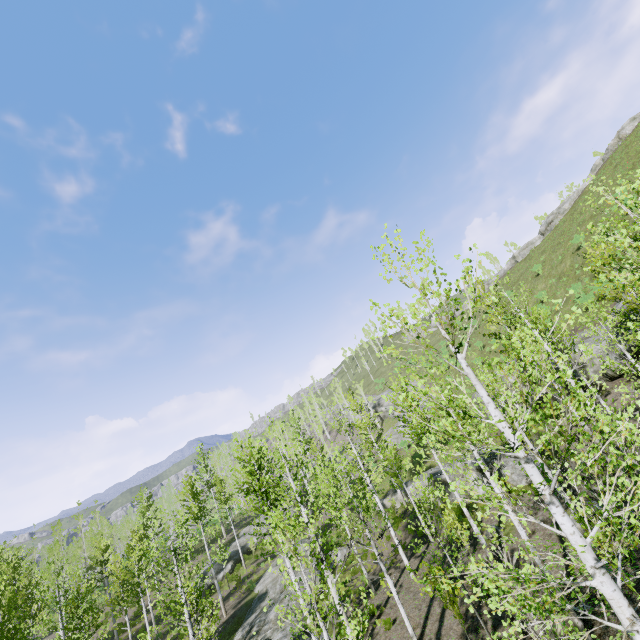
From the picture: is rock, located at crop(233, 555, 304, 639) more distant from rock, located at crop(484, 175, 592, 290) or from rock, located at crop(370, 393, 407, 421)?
rock, located at crop(484, 175, 592, 290)

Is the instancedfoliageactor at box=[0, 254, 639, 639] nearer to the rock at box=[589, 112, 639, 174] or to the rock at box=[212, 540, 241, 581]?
the rock at box=[212, 540, 241, 581]

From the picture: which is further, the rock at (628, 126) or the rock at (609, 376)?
the rock at (628, 126)

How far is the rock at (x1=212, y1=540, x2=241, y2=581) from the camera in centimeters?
3083cm

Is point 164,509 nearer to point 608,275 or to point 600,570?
point 600,570

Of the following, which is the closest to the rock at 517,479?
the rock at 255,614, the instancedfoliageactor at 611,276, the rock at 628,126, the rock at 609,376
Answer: the instancedfoliageactor at 611,276

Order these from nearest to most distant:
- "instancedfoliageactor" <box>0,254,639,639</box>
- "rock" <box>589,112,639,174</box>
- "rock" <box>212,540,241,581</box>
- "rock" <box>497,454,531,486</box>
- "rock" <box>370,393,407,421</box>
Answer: "instancedfoliageactor" <box>0,254,639,639</box> < "rock" <box>497,454,531,486</box> < "rock" <box>212,540,241,581</box> < "rock" <box>589,112,639,174</box> < "rock" <box>370,393,407,421</box>
